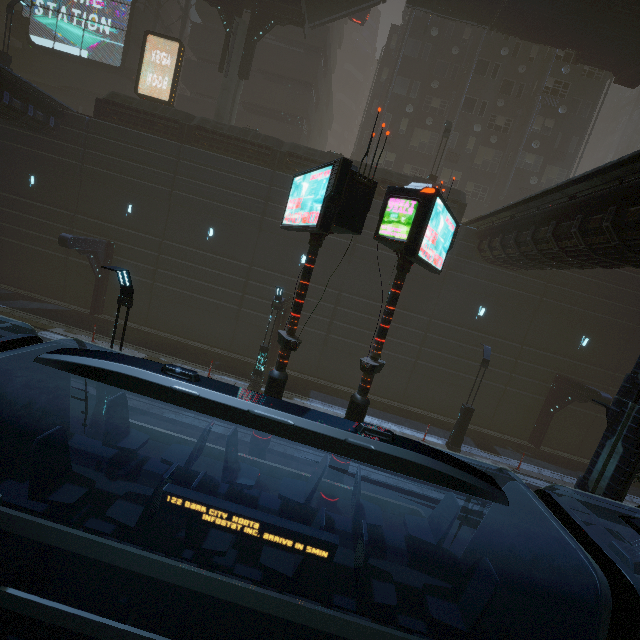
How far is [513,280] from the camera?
19.6m

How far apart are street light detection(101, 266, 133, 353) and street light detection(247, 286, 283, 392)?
7.07m

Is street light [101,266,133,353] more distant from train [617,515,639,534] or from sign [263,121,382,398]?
train [617,515,639,534]

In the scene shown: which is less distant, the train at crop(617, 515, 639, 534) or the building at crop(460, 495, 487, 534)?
the train at crop(617, 515, 639, 534)

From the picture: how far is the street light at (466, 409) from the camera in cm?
1595

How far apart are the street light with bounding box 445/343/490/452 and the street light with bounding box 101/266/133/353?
14.6m

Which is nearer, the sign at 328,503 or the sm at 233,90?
the sign at 328,503

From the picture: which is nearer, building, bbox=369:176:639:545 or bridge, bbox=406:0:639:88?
building, bbox=369:176:639:545
